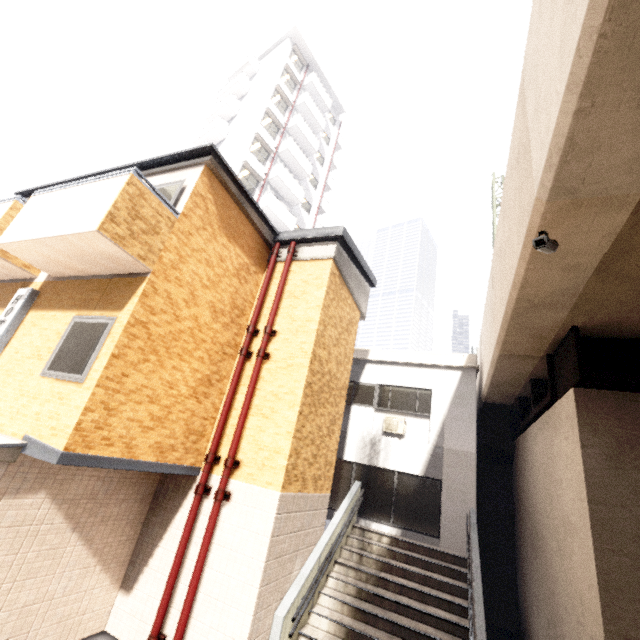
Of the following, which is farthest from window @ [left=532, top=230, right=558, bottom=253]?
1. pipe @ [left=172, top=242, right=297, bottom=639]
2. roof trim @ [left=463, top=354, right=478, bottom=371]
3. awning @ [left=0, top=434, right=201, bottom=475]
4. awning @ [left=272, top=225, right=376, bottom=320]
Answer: roof trim @ [left=463, top=354, right=478, bottom=371]

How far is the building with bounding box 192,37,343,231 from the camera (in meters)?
23.56

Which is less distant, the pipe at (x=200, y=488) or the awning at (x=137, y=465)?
the awning at (x=137, y=465)

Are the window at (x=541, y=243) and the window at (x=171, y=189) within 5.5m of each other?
no

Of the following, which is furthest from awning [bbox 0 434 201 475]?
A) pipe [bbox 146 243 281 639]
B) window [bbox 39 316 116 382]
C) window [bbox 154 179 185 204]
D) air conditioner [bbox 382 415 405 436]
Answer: air conditioner [bbox 382 415 405 436]

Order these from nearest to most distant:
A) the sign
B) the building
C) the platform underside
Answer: the platform underside → the sign → the building

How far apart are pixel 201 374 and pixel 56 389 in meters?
2.4

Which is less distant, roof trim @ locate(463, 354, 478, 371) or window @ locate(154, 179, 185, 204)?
window @ locate(154, 179, 185, 204)
